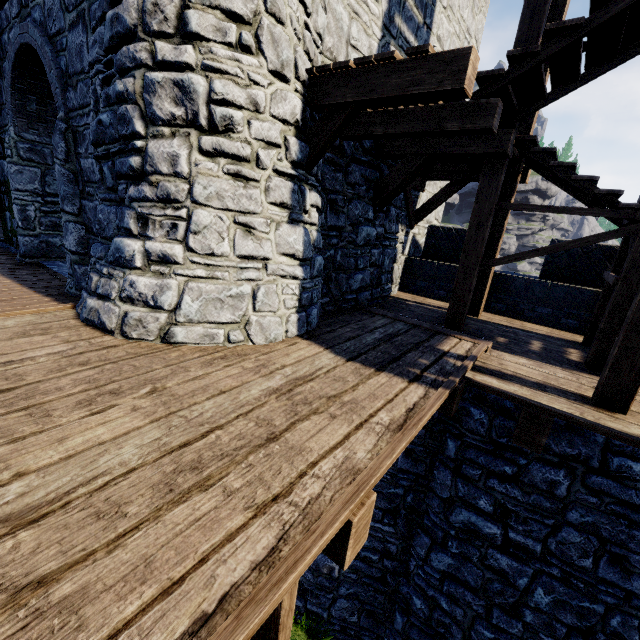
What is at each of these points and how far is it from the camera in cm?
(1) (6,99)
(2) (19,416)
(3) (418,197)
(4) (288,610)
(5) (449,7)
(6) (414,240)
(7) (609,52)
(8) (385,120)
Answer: (1) building, 679
(2) walkway, 247
(3) building, 907
(4) wooden post, 289
(5) building, 751
(6) building, 970
(7) stairs, 422
(8) wooden platform, 488

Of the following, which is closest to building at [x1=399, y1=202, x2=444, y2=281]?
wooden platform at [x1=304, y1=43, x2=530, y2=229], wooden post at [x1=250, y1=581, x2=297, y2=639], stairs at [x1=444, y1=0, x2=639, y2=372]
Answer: wooden platform at [x1=304, y1=43, x2=530, y2=229]

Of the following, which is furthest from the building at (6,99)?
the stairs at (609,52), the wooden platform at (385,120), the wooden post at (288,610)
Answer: the wooden post at (288,610)

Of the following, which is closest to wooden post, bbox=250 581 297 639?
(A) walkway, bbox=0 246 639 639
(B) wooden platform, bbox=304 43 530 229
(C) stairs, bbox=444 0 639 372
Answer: (A) walkway, bbox=0 246 639 639

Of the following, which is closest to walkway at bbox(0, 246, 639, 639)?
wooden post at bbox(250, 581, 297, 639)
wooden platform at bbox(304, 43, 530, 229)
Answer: wooden post at bbox(250, 581, 297, 639)

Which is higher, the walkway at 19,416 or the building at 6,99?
the building at 6,99

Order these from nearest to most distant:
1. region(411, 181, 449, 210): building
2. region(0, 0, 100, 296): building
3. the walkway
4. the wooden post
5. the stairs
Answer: the walkway
the wooden post
the stairs
region(0, 0, 100, 296): building
region(411, 181, 449, 210): building

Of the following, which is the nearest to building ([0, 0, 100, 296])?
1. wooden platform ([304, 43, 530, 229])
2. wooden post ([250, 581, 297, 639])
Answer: wooden platform ([304, 43, 530, 229])
